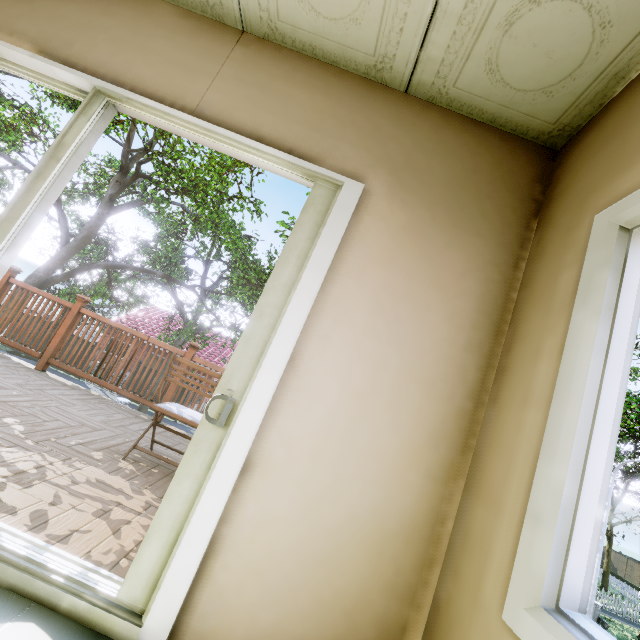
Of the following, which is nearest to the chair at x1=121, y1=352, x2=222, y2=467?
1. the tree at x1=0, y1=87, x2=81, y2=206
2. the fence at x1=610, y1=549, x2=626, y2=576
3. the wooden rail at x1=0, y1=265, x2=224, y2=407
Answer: the wooden rail at x1=0, y1=265, x2=224, y2=407

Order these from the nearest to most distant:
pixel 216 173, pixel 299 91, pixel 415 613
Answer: pixel 415 613, pixel 299 91, pixel 216 173

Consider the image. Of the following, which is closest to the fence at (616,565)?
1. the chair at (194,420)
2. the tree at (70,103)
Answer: the tree at (70,103)

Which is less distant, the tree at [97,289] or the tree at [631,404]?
the tree at [631,404]

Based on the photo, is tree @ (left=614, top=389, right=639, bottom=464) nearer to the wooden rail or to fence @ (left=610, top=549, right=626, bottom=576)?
fence @ (left=610, top=549, right=626, bottom=576)

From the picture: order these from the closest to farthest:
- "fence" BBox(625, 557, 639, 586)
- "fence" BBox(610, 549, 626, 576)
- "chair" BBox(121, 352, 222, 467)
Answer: "chair" BBox(121, 352, 222, 467) → "fence" BBox(625, 557, 639, 586) → "fence" BBox(610, 549, 626, 576)

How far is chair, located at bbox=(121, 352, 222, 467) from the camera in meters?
2.7 m

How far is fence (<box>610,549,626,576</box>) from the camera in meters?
36.8
